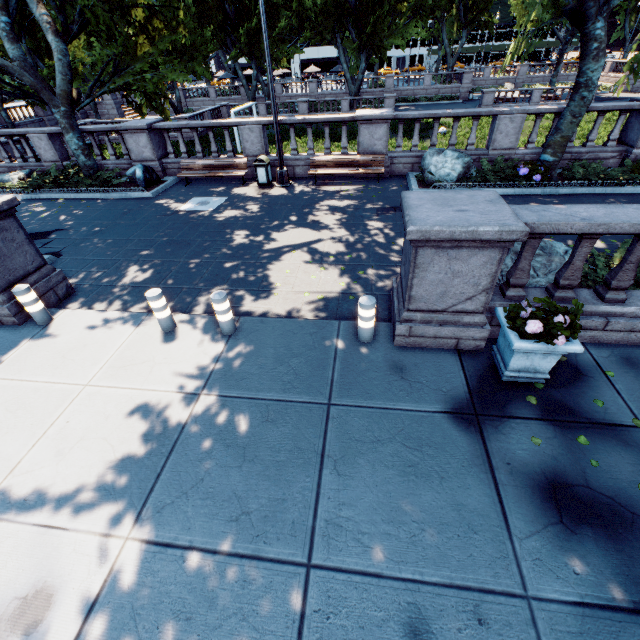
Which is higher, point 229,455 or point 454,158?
point 454,158

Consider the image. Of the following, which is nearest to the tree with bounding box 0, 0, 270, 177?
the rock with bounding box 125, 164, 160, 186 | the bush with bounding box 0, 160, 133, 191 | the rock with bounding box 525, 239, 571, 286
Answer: the bush with bounding box 0, 160, 133, 191

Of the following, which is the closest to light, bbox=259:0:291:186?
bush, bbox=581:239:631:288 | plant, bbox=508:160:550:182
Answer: plant, bbox=508:160:550:182

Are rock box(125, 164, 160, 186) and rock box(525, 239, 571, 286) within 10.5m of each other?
no

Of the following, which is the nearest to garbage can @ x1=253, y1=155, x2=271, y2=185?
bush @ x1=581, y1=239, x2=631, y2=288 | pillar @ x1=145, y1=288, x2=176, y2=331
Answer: pillar @ x1=145, y1=288, x2=176, y2=331

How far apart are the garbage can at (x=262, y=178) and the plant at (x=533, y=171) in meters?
9.2

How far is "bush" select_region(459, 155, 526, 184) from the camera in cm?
1109

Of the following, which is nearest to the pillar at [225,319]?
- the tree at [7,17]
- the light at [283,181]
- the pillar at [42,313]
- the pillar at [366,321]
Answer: the pillar at [366,321]
